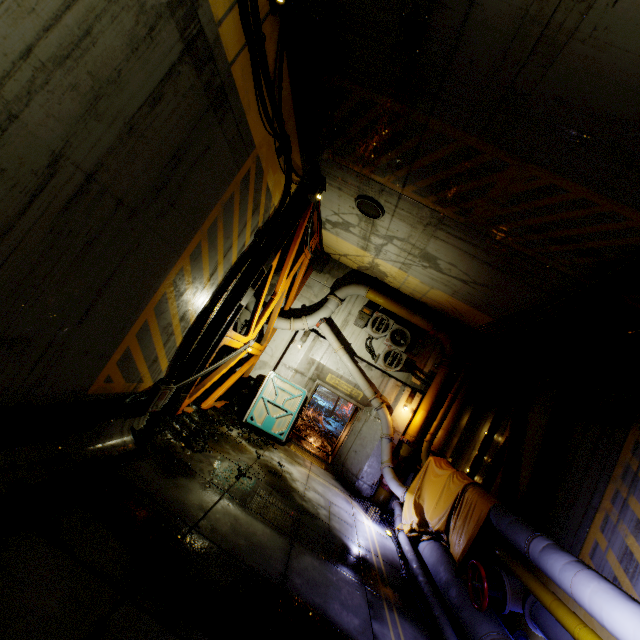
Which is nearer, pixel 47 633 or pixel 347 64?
pixel 47 633

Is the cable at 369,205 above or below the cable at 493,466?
above

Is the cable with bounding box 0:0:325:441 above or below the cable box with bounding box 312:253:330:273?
below

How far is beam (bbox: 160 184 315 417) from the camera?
7.49m

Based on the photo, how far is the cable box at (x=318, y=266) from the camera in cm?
1290

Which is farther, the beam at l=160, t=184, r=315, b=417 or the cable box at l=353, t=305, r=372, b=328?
the cable box at l=353, t=305, r=372, b=328

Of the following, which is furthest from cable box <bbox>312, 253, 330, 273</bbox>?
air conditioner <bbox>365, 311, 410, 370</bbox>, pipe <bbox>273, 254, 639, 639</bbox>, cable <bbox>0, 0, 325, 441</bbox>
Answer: air conditioner <bbox>365, 311, 410, 370</bbox>

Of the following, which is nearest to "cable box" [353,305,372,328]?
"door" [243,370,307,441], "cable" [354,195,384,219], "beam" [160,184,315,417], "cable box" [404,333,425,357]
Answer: "cable box" [404,333,425,357]
